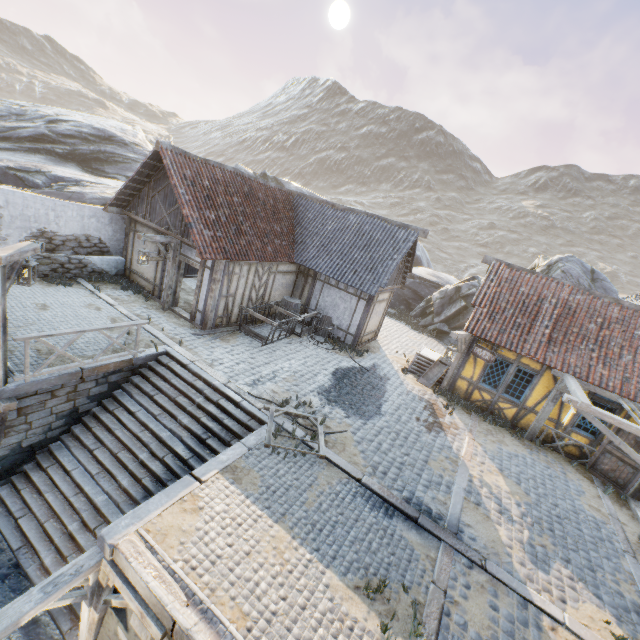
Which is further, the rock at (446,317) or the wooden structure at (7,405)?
the rock at (446,317)

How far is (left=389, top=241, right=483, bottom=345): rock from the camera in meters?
21.3 m

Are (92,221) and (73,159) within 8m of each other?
no

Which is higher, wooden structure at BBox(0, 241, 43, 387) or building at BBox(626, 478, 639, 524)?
wooden structure at BBox(0, 241, 43, 387)

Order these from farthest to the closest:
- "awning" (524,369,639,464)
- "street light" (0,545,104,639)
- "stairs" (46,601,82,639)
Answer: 1. "awning" (524,369,639,464)
2. "stairs" (46,601,82,639)
3. "street light" (0,545,104,639)

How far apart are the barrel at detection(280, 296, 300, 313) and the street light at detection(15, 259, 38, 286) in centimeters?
902cm

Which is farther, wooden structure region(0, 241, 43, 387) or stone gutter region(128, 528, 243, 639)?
wooden structure region(0, 241, 43, 387)

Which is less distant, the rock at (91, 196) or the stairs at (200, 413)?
the stairs at (200, 413)
